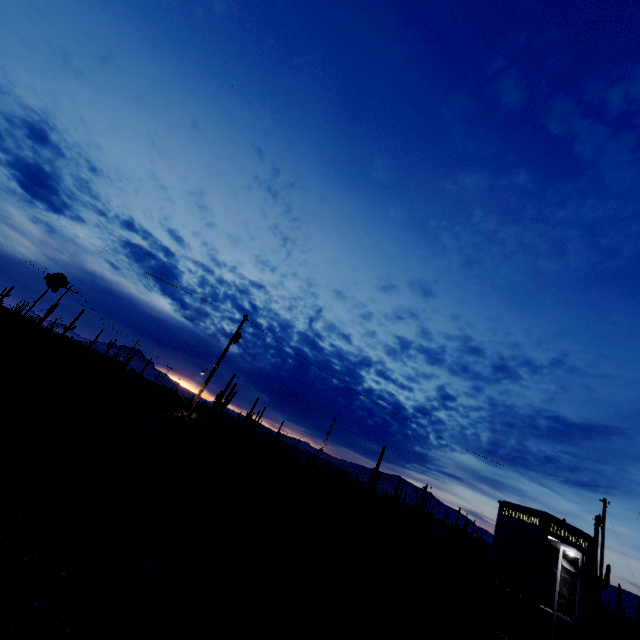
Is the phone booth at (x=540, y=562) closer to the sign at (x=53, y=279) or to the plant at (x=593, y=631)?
the sign at (x=53, y=279)

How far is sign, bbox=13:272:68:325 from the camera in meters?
19.7

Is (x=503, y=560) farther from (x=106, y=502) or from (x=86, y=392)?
(x=86, y=392)

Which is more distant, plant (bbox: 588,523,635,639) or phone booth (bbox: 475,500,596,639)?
plant (bbox: 588,523,635,639)

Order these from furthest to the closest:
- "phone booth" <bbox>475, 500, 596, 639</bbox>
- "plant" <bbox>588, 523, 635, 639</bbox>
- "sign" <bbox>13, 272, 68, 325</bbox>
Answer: "sign" <bbox>13, 272, 68, 325</bbox>, "plant" <bbox>588, 523, 635, 639</bbox>, "phone booth" <bbox>475, 500, 596, 639</bbox>

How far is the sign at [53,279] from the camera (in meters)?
19.70

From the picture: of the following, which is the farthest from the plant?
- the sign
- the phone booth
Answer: the sign
